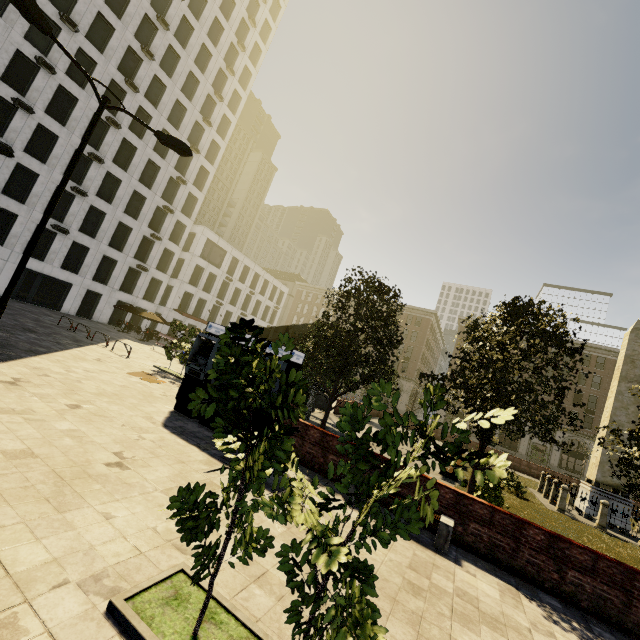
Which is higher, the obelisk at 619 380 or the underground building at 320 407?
the obelisk at 619 380

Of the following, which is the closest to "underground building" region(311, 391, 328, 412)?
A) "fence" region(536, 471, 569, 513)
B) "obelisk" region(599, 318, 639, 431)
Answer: "fence" region(536, 471, 569, 513)

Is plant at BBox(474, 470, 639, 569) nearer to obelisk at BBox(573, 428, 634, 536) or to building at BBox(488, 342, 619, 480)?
obelisk at BBox(573, 428, 634, 536)

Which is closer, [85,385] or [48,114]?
[85,385]

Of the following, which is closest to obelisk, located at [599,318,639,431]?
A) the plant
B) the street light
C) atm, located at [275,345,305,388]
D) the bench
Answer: the plant

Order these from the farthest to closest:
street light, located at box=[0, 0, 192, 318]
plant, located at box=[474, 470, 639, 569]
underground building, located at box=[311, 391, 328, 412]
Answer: underground building, located at box=[311, 391, 328, 412], plant, located at box=[474, 470, 639, 569], street light, located at box=[0, 0, 192, 318]

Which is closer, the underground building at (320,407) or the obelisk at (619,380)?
the obelisk at (619,380)

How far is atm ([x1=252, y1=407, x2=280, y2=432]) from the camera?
9.67m
